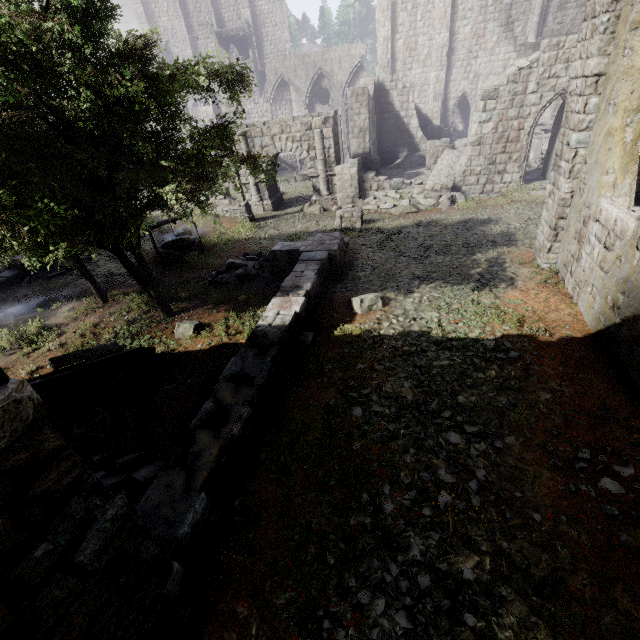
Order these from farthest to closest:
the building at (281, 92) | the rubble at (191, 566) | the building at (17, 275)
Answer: the building at (281, 92), the building at (17, 275), the rubble at (191, 566)

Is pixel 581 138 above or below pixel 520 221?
above

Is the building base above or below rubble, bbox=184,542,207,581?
above

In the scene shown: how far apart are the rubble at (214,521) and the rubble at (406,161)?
25.8m

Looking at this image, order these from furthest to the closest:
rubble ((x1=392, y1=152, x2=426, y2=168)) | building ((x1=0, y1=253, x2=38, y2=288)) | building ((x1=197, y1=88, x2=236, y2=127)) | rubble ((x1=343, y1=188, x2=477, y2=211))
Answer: building ((x1=197, y1=88, x2=236, y2=127)) → rubble ((x1=392, y1=152, x2=426, y2=168)) → rubble ((x1=343, y1=188, x2=477, y2=211)) → building ((x1=0, y1=253, x2=38, y2=288))

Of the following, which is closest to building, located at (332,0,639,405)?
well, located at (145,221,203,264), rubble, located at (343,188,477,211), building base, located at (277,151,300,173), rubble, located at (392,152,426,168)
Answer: rubble, located at (343,188,477,211)

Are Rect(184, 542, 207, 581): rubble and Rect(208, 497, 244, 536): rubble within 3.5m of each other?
yes

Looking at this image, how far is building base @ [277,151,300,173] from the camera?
30.4m
